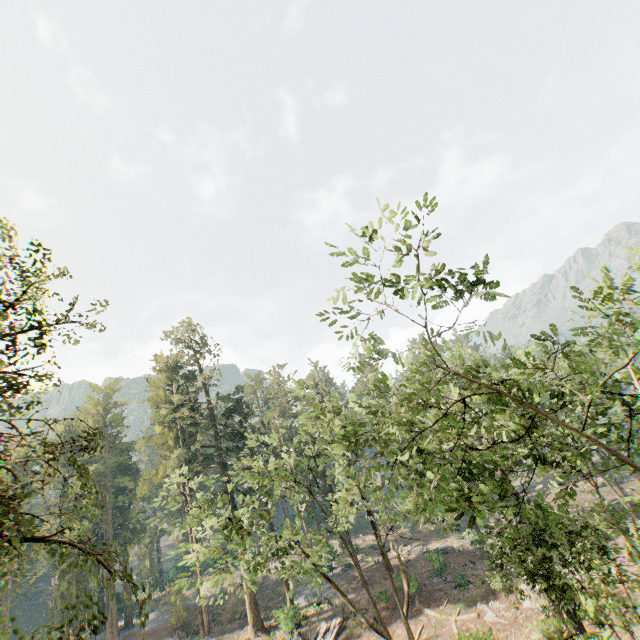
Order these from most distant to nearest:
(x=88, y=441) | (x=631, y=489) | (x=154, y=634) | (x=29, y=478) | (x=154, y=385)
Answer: (x=29, y=478) < (x=154, y=385) < (x=154, y=634) < (x=631, y=489) < (x=88, y=441)

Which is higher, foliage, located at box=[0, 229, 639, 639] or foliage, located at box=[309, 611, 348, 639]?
foliage, located at box=[0, 229, 639, 639]

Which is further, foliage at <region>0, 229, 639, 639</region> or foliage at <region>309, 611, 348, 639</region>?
foliage at <region>309, 611, 348, 639</region>

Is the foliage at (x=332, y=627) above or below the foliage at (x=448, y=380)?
below

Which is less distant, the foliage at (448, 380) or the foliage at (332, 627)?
the foliage at (448, 380)
